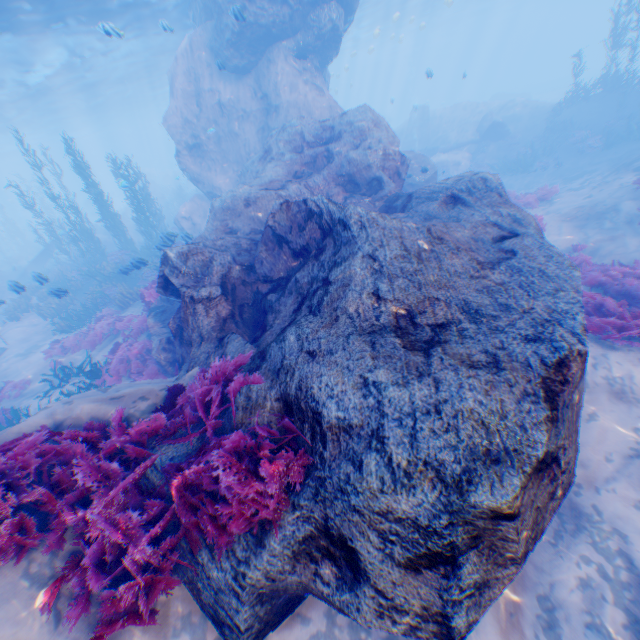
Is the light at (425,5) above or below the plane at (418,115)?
above

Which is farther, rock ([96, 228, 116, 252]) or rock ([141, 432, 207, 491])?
rock ([96, 228, 116, 252])

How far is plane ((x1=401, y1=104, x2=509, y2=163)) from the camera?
23.20m

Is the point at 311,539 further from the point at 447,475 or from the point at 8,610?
the point at 8,610

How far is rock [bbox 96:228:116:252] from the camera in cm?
2708

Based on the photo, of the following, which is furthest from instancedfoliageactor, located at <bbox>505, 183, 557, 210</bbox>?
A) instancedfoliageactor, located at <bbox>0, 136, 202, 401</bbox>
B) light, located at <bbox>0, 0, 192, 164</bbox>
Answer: instancedfoliageactor, located at <bbox>0, 136, 202, 401</bbox>

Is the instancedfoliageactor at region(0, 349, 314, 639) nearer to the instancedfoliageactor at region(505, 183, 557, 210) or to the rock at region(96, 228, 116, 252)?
the rock at region(96, 228, 116, 252)

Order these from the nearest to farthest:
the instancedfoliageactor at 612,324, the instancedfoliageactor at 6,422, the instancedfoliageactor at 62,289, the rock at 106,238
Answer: the instancedfoliageactor at 612,324 < the instancedfoliageactor at 6,422 < the instancedfoliageactor at 62,289 < the rock at 106,238
